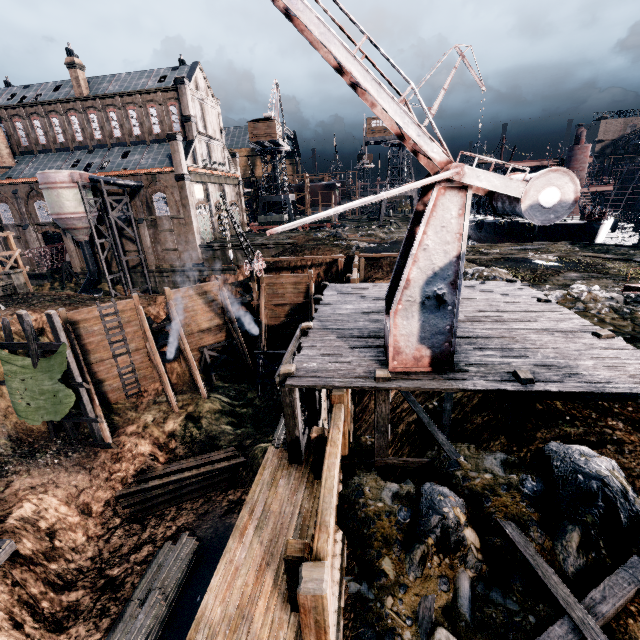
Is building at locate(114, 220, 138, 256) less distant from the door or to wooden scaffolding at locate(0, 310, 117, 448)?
the door

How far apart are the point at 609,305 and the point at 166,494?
27.5 meters

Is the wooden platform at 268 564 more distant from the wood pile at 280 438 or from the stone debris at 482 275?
the wood pile at 280 438

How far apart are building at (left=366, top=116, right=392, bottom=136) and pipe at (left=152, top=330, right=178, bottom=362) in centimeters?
4664cm

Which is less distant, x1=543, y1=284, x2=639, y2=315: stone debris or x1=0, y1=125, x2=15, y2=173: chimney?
x1=543, y1=284, x2=639, y2=315: stone debris

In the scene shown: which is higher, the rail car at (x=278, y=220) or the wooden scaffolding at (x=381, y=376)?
the rail car at (x=278, y=220)

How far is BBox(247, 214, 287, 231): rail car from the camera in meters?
54.8 m

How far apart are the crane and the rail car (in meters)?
12.07
